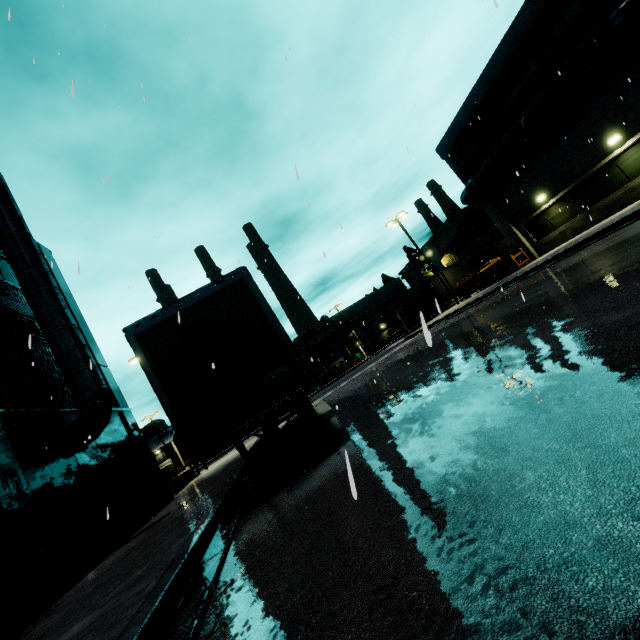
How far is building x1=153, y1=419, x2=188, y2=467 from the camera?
48.0m

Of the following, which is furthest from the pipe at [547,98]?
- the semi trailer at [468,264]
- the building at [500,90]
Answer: the semi trailer at [468,264]

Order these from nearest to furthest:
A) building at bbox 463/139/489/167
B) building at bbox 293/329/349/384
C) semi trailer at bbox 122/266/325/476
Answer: semi trailer at bbox 122/266/325/476 → building at bbox 463/139/489/167 → building at bbox 293/329/349/384

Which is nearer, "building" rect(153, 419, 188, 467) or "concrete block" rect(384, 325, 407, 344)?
"building" rect(153, 419, 188, 467)

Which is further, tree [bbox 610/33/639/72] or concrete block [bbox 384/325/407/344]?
concrete block [bbox 384/325/407/344]

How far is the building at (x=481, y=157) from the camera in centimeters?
2152cm

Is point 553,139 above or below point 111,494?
above
